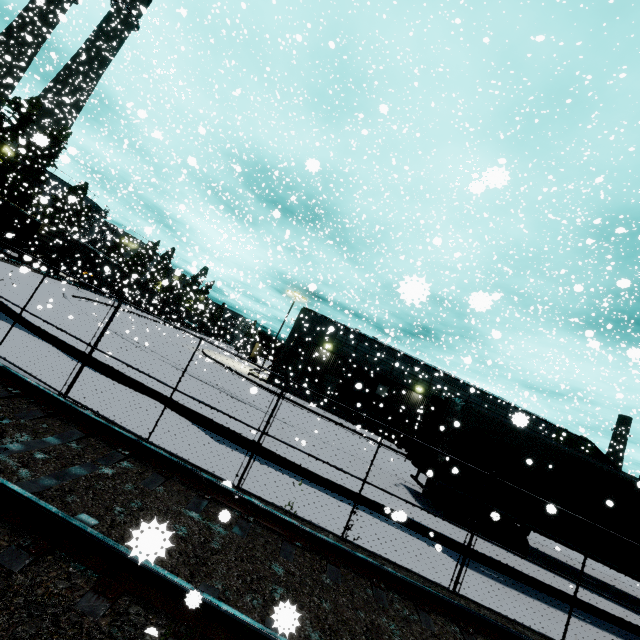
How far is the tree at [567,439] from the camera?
29.8 meters

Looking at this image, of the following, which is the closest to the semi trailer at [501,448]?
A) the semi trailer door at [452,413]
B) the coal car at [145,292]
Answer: the semi trailer door at [452,413]

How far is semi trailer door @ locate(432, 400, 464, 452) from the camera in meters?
10.4 m

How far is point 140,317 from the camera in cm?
4072

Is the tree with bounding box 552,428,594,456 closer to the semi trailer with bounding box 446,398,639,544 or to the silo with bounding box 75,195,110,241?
the semi trailer with bounding box 446,398,639,544

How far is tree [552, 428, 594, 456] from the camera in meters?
29.8 m

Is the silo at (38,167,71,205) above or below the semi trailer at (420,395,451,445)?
above

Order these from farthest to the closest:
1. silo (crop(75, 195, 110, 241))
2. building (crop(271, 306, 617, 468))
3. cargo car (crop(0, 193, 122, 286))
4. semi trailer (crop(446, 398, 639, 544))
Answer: silo (crop(75, 195, 110, 241))
cargo car (crop(0, 193, 122, 286))
building (crop(271, 306, 617, 468))
semi trailer (crop(446, 398, 639, 544))
